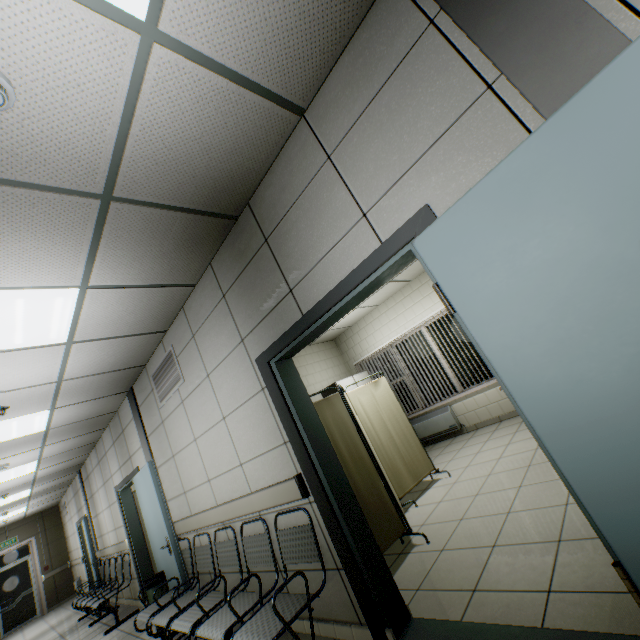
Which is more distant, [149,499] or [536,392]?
[149,499]

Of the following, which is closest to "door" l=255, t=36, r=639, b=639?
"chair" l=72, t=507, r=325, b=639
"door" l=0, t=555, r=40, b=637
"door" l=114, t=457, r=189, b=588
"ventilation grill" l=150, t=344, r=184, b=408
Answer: "chair" l=72, t=507, r=325, b=639

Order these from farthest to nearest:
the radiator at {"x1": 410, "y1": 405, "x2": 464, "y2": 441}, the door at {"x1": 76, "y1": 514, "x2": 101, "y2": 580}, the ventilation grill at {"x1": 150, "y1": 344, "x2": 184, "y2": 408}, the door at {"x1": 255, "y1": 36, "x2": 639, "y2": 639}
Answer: the door at {"x1": 76, "y1": 514, "x2": 101, "y2": 580}, the radiator at {"x1": 410, "y1": 405, "x2": 464, "y2": 441}, the ventilation grill at {"x1": 150, "y1": 344, "x2": 184, "y2": 408}, the door at {"x1": 255, "y1": 36, "x2": 639, "y2": 639}

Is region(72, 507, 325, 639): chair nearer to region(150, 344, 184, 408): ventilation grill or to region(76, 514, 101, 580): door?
region(150, 344, 184, 408): ventilation grill

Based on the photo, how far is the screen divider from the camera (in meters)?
3.22

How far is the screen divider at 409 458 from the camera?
3.2m

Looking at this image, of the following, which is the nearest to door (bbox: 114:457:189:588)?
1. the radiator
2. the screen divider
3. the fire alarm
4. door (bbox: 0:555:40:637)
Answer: the screen divider

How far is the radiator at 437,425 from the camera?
6.7m
